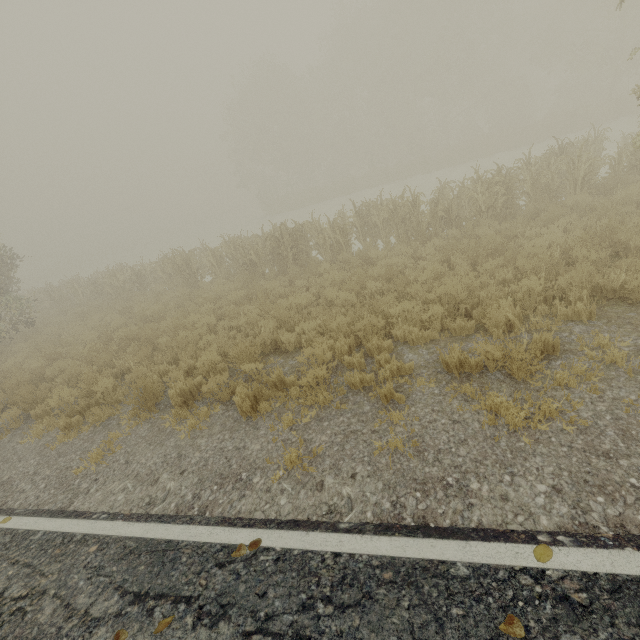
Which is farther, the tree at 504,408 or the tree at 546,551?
the tree at 504,408

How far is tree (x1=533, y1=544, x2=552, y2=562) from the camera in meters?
2.4

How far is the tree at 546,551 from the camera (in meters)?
2.37

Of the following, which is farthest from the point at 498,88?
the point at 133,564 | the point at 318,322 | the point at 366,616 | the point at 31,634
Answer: the point at 31,634

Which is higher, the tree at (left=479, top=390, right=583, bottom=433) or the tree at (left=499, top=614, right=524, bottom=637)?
the tree at (left=499, top=614, right=524, bottom=637)

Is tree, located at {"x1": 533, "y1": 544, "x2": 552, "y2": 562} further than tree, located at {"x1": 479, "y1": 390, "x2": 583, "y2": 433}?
No
